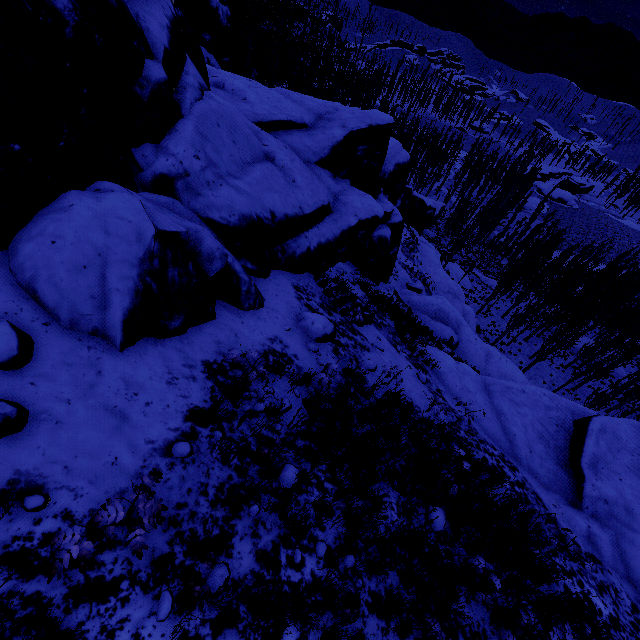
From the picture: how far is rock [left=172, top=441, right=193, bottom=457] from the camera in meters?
3.5 m

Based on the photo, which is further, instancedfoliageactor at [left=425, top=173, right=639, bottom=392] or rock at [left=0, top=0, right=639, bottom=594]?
instancedfoliageactor at [left=425, top=173, right=639, bottom=392]

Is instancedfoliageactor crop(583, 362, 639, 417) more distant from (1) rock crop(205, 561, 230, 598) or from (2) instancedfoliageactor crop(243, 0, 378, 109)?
(2) instancedfoliageactor crop(243, 0, 378, 109)

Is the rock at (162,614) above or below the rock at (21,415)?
below

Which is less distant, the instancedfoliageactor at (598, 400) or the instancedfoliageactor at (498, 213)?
the instancedfoliageactor at (598, 400)

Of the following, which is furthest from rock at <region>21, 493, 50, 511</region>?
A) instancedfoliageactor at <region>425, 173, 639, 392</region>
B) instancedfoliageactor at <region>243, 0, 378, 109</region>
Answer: instancedfoliageactor at <region>243, 0, 378, 109</region>

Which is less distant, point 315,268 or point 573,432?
point 315,268
